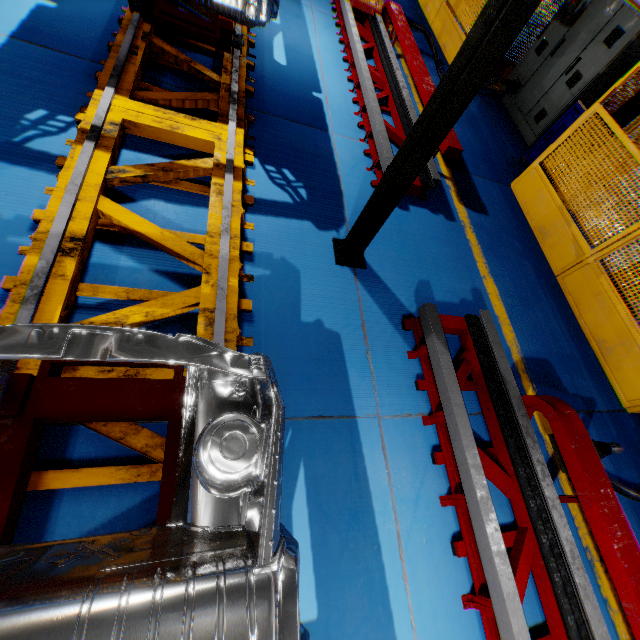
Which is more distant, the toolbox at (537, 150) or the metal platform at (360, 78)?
the toolbox at (537, 150)

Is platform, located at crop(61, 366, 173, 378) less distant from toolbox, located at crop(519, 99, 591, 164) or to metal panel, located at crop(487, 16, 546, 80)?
metal panel, located at crop(487, 16, 546, 80)

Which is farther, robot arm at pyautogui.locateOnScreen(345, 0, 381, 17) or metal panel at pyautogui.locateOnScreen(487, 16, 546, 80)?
metal panel at pyautogui.locateOnScreen(487, 16, 546, 80)

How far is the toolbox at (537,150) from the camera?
5.39m

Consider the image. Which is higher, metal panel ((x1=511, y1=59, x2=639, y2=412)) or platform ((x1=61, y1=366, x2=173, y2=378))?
metal panel ((x1=511, y1=59, x2=639, y2=412))

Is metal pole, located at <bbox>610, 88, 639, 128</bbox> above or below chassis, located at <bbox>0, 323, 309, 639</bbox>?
above

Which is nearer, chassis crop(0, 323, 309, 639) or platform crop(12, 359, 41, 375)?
chassis crop(0, 323, 309, 639)

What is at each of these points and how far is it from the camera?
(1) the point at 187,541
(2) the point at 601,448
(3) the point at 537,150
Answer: (1) chassis, 1.3 meters
(2) plug, 2.8 meters
(3) toolbox, 6.1 meters
